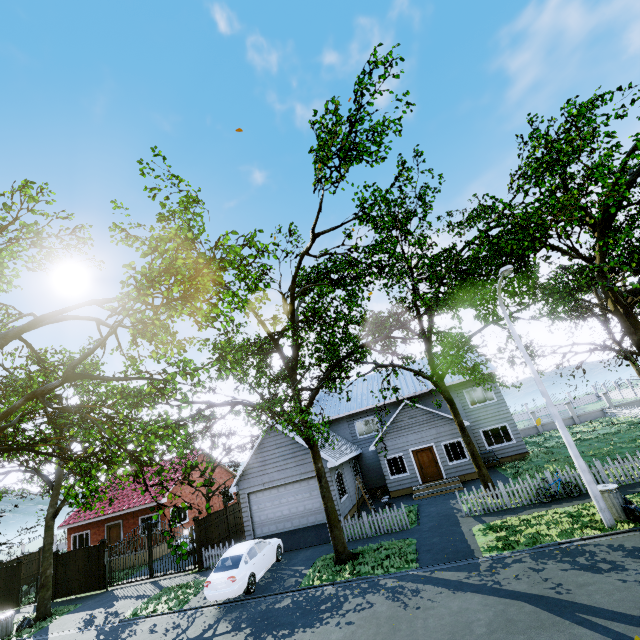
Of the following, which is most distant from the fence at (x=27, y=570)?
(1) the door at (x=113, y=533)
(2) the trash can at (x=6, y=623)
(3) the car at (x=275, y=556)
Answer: (1) the door at (x=113, y=533)

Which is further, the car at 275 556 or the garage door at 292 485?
Answer: the garage door at 292 485

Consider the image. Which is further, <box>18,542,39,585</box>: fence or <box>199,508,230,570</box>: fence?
<box>18,542,39,585</box>: fence

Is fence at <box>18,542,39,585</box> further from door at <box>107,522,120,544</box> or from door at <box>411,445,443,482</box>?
door at <box>411,445,443,482</box>

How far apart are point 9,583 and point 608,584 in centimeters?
3199cm

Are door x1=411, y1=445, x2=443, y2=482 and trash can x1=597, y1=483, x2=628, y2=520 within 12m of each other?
yes

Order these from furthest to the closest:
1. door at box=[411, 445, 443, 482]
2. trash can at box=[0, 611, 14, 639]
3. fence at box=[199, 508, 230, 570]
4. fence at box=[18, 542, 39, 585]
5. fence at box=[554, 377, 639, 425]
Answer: fence at box=[554, 377, 639, 425] → fence at box=[18, 542, 39, 585] → door at box=[411, 445, 443, 482] → fence at box=[199, 508, 230, 570] → trash can at box=[0, 611, 14, 639]

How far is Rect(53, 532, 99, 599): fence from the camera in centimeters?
1912cm
